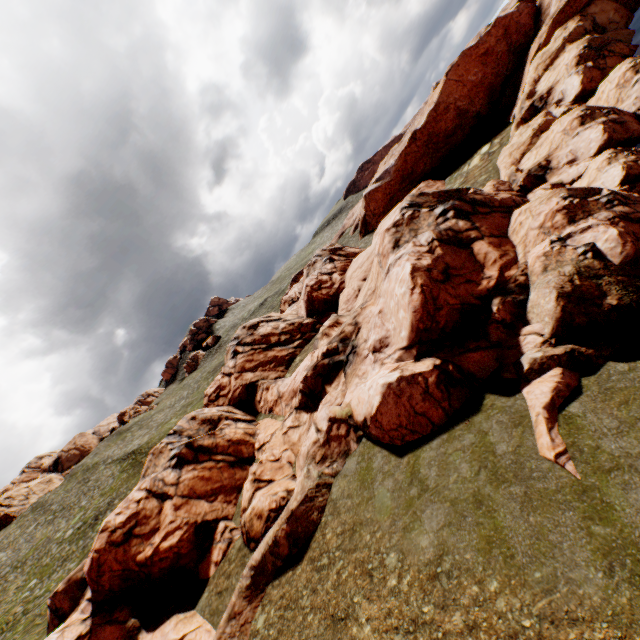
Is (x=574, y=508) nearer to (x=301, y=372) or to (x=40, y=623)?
(x=301, y=372)
